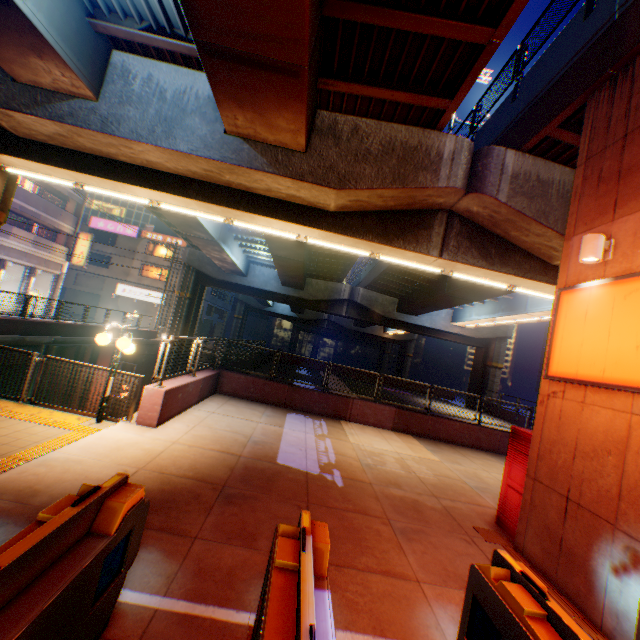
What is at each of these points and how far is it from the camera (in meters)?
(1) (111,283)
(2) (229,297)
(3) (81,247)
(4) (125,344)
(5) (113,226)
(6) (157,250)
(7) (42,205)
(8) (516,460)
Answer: (1) building, 41.16
(2) building, 59.69
(3) sign, 31.25
(4) street lamp, 7.04
(5) sign, 41.44
(6) window glass, 42.34
(7) balcony, 27.14
(8) vending machine, 6.39

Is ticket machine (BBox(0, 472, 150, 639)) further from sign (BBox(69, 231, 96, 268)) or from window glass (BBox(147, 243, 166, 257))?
window glass (BBox(147, 243, 166, 257))

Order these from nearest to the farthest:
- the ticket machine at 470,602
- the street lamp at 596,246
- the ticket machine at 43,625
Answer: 1. the ticket machine at 43,625
2. the ticket machine at 470,602
3. the street lamp at 596,246

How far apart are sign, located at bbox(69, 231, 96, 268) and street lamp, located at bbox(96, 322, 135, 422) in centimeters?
2993cm

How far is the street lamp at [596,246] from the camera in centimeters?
504cm

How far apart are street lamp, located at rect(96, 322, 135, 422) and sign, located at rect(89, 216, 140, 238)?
40.1m

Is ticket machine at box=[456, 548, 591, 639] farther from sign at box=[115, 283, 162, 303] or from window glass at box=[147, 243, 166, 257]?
window glass at box=[147, 243, 166, 257]

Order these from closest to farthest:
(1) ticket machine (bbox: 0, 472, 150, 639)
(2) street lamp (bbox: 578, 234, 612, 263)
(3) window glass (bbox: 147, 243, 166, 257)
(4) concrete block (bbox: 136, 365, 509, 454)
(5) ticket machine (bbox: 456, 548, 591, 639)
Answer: (1) ticket machine (bbox: 0, 472, 150, 639), (5) ticket machine (bbox: 456, 548, 591, 639), (2) street lamp (bbox: 578, 234, 612, 263), (4) concrete block (bbox: 136, 365, 509, 454), (3) window glass (bbox: 147, 243, 166, 257)
